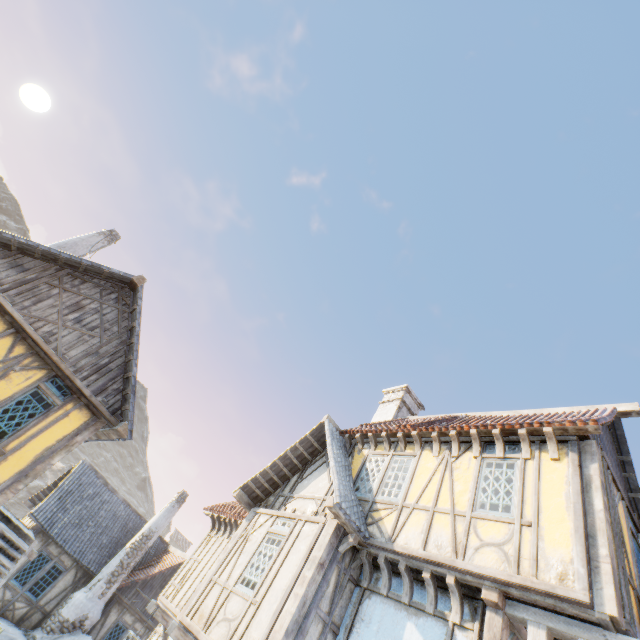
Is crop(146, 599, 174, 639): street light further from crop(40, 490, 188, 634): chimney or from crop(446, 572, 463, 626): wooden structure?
crop(40, 490, 188, 634): chimney

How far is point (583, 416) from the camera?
8.2 meters

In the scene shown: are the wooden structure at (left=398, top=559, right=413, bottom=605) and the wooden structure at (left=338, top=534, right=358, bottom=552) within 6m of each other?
yes

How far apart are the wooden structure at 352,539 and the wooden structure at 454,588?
1.9m

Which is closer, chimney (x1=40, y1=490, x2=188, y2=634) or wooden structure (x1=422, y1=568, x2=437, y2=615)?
wooden structure (x1=422, y1=568, x2=437, y2=615)

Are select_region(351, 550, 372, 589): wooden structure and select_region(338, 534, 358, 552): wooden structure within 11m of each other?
yes

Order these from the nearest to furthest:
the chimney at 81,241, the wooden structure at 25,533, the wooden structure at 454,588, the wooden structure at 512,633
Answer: the wooden structure at 512,633
the wooden structure at 454,588
the wooden structure at 25,533
the chimney at 81,241

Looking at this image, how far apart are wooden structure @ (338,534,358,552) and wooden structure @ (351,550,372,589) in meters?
0.3
